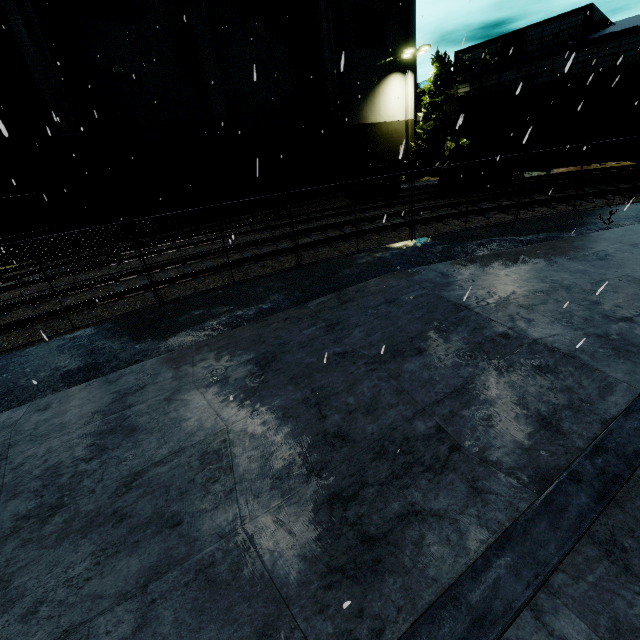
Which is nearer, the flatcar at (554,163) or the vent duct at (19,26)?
the vent duct at (19,26)

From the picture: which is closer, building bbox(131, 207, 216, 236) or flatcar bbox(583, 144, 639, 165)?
flatcar bbox(583, 144, 639, 165)

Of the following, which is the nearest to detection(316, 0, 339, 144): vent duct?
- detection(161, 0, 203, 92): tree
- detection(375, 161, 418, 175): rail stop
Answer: detection(161, 0, 203, 92): tree

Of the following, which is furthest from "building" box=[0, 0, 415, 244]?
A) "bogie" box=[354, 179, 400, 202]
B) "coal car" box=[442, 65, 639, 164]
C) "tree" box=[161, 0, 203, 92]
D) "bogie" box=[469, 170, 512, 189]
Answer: "bogie" box=[469, 170, 512, 189]

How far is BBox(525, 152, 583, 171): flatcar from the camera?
15.0m

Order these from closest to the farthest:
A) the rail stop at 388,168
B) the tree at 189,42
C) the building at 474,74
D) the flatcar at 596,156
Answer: the flatcar at 596,156, the tree at 189,42, the building at 474,74, the rail stop at 388,168

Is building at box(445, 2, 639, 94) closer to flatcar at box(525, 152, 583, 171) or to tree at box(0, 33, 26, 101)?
tree at box(0, 33, 26, 101)

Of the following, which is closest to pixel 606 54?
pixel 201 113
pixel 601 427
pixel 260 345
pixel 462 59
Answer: pixel 462 59
